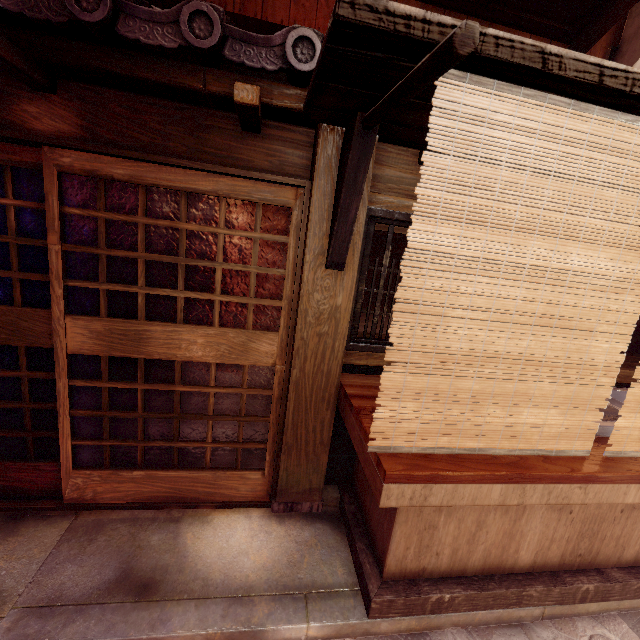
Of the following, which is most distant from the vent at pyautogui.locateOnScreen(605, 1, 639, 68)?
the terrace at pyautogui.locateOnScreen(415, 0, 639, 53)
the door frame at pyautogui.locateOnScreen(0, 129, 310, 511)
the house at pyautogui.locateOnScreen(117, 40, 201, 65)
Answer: the house at pyautogui.locateOnScreen(117, 40, 201, 65)

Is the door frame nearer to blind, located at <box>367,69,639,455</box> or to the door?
the door

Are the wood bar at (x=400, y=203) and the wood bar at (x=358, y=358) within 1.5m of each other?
no

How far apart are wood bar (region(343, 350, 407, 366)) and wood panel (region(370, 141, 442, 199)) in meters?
2.3

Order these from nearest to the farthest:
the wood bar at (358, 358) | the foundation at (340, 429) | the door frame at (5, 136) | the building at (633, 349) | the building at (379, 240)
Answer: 1. the door frame at (5, 136)
2. the wood bar at (358, 358)
3. the foundation at (340, 429)
4. the building at (633, 349)
5. the building at (379, 240)

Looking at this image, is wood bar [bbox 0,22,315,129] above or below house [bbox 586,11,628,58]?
below

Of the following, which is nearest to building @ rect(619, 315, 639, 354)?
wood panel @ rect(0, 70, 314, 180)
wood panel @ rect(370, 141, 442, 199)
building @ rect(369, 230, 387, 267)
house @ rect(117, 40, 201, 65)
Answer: wood panel @ rect(370, 141, 442, 199)

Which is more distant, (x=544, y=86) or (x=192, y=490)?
(x=192, y=490)
